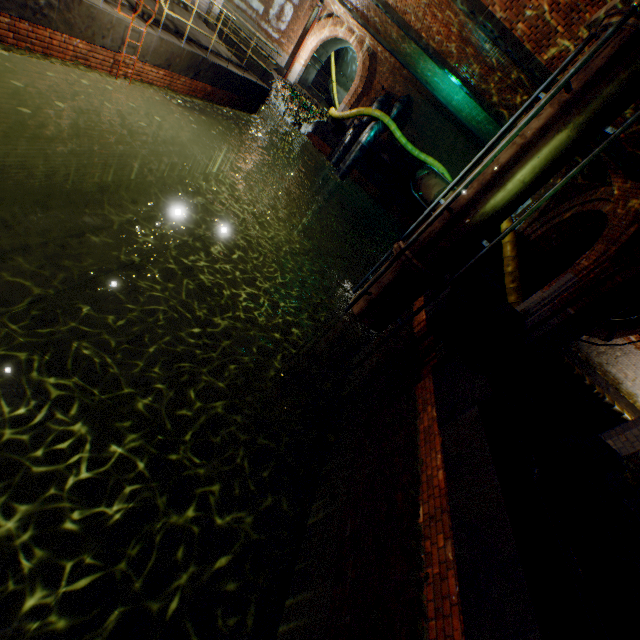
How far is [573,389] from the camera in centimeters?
892cm

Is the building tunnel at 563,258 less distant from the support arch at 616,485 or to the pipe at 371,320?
→ the support arch at 616,485

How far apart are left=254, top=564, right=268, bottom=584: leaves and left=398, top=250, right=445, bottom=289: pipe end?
5.0m

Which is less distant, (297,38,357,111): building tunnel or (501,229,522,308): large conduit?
(501,229,522,308): large conduit

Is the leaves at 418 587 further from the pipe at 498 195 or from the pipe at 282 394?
the pipe at 282 394

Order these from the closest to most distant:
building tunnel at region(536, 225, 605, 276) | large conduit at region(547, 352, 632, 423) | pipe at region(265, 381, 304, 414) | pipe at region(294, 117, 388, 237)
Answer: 1. pipe at region(265, 381, 304, 414)
2. large conduit at region(547, 352, 632, 423)
3. building tunnel at region(536, 225, 605, 276)
4. pipe at region(294, 117, 388, 237)

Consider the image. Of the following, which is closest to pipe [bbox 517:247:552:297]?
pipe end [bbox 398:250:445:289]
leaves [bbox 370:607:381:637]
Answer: pipe end [bbox 398:250:445:289]

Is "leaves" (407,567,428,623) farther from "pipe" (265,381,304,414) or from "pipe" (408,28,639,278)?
"pipe" (265,381,304,414)
